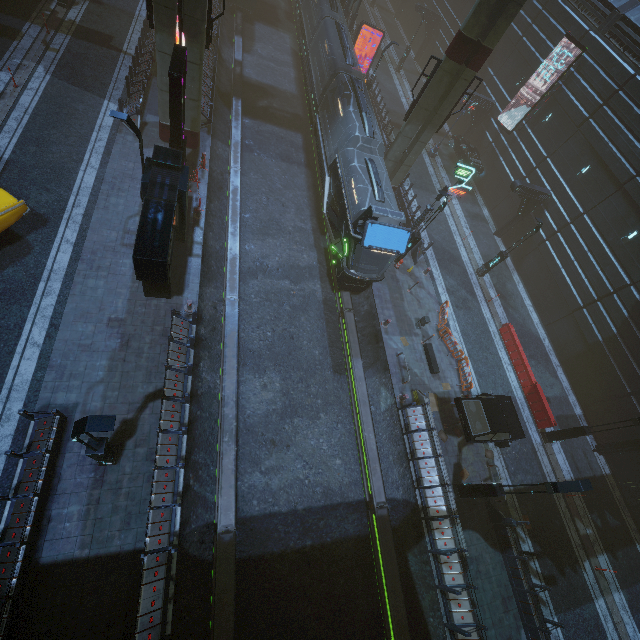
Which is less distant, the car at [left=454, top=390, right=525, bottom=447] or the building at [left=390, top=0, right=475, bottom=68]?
the car at [left=454, top=390, right=525, bottom=447]

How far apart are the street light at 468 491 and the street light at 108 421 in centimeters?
1421cm

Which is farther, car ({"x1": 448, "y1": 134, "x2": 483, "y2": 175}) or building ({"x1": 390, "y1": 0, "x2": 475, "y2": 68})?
building ({"x1": 390, "y1": 0, "x2": 475, "y2": 68})

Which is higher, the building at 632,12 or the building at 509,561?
the building at 632,12

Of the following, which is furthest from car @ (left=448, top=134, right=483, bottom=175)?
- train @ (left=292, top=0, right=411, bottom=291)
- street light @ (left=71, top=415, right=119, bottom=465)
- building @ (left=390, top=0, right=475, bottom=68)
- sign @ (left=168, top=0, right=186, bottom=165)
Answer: street light @ (left=71, top=415, right=119, bottom=465)

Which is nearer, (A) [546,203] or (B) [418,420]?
(B) [418,420]

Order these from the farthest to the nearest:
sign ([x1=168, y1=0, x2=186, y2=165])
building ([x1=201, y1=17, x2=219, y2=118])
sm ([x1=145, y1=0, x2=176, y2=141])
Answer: building ([x1=201, y1=17, x2=219, y2=118]) → sm ([x1=145, y1=0, x2=176, y2=141]) → sign ([x1=168, y1=0, x2=186, y2=165])

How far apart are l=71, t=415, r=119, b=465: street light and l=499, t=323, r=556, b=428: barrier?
21.8 meters
